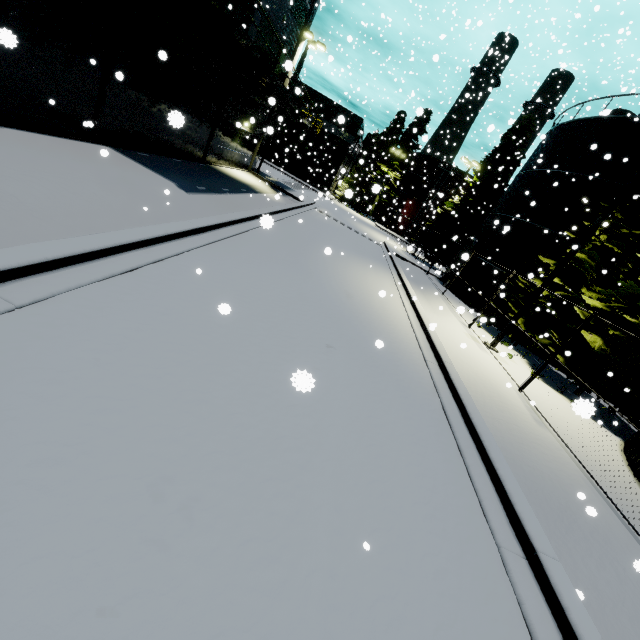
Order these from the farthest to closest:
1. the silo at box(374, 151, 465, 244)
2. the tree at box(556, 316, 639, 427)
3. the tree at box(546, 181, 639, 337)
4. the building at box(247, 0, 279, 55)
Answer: the silo at box(374, 151, 465, 244) → the building at box(247, 0, 279, 55) → the tree at box(546, 181, 639, 337) → the tree at box(556, 316, 639, 427)

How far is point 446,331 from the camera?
13.2m

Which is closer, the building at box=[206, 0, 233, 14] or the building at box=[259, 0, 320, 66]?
the building at box=[206, 0, 233, 14]

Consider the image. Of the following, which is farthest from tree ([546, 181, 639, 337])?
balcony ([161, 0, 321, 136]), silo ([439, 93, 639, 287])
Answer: balcony ([161, 0, 321, 136])

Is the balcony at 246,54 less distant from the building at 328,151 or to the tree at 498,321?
the building at 328,151

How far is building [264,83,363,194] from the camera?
43.6m

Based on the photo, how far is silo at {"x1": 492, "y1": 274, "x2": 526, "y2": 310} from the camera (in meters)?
18.88

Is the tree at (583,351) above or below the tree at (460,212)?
below
